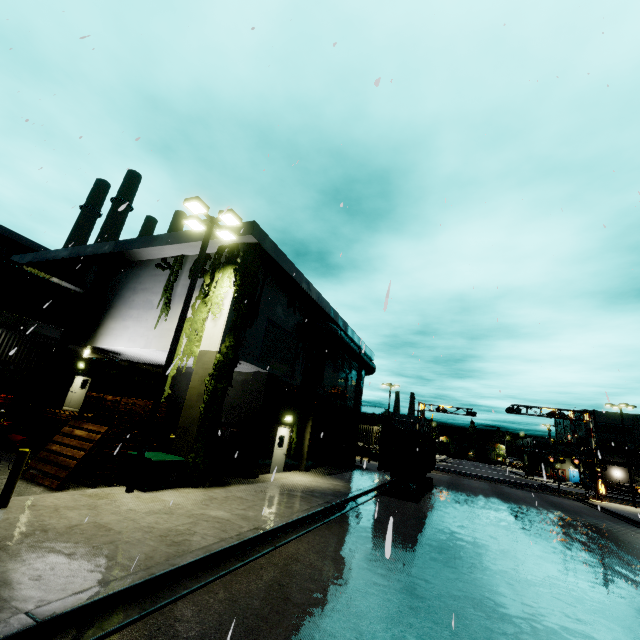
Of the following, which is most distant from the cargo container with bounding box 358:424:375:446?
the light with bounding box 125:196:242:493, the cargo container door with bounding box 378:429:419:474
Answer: the light with bounding box 125:196:242:493

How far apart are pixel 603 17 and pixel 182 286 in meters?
18.2

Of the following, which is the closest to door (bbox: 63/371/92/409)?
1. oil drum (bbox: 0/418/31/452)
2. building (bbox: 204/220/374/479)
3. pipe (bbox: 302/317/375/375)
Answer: building (bbox: 204/220/374/479)

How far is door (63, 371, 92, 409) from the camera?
21.8 meters

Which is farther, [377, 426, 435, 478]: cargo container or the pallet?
[377, 426, 435, 478]: cargo container

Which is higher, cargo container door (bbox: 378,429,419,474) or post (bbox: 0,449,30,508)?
cargo container door (bbox: 378,429,419,474)

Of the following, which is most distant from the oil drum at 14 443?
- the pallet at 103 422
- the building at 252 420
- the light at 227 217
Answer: the light at 227 217

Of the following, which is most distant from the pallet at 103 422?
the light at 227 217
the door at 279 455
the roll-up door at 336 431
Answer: the roll-up door at 336 431
